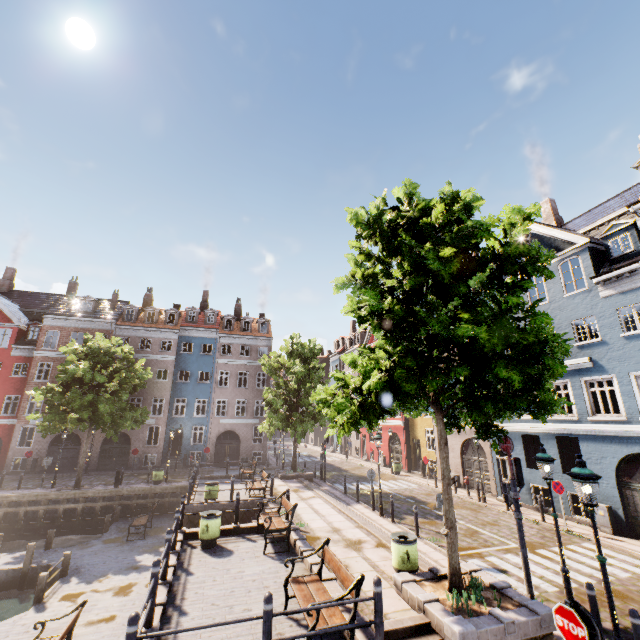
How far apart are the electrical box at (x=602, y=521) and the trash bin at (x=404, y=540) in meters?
10.7

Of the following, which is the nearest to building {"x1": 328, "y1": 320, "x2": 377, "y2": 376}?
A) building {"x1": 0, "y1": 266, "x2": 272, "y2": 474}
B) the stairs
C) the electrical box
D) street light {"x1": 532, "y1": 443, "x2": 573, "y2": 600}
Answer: the electrical box

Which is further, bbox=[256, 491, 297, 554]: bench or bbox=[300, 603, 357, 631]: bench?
bbox=[256, 491, 297, 554]: bench

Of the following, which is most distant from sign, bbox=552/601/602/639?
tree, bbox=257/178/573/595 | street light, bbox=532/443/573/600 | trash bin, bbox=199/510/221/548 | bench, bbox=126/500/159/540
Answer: bench, bbox=126/500/159/540

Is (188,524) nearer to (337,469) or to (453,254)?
(453,254)

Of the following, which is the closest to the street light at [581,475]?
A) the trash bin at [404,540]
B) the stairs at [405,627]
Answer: the stairs at [405,627]

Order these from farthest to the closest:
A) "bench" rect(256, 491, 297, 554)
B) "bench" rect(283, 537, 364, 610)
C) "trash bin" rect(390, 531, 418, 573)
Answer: "bench" rect(256, 491, 297, 554) < "trash bin" rect(390, 531, 418, 573) < "bench" rect(283, 537, 364, 610)

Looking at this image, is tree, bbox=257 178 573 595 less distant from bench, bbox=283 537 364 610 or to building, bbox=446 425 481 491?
building, bbox=446 425 481 491
